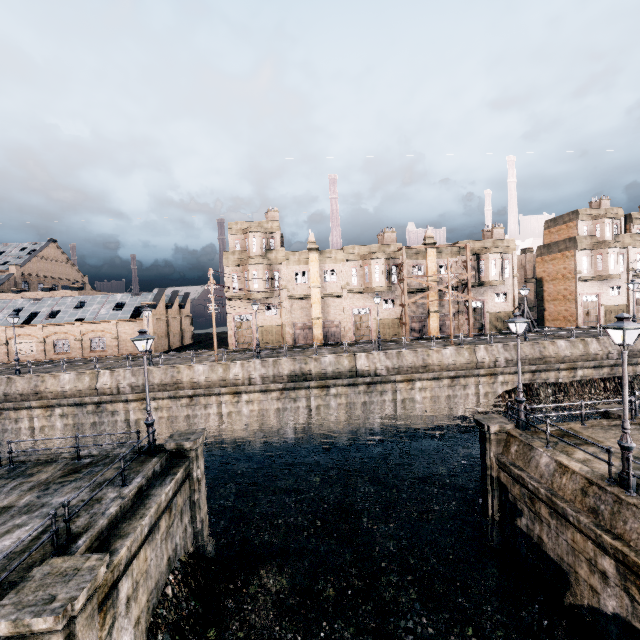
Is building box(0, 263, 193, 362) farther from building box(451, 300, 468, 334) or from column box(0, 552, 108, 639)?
column box(0, 552, 108, 639)

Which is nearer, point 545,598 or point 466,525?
point 545,598

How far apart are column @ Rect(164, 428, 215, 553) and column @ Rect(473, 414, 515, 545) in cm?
1401

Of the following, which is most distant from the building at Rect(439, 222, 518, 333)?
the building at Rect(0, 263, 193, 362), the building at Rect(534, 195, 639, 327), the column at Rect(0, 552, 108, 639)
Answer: the column at Rect(0, 552, 108, 639)

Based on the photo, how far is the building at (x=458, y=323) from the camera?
42.62m

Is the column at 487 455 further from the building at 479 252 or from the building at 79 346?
the building at 79 346

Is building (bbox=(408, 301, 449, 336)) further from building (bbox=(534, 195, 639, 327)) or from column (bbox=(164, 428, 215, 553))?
column (bbox=(164, 428, 215, 553))

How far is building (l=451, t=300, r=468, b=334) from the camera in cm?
4262
